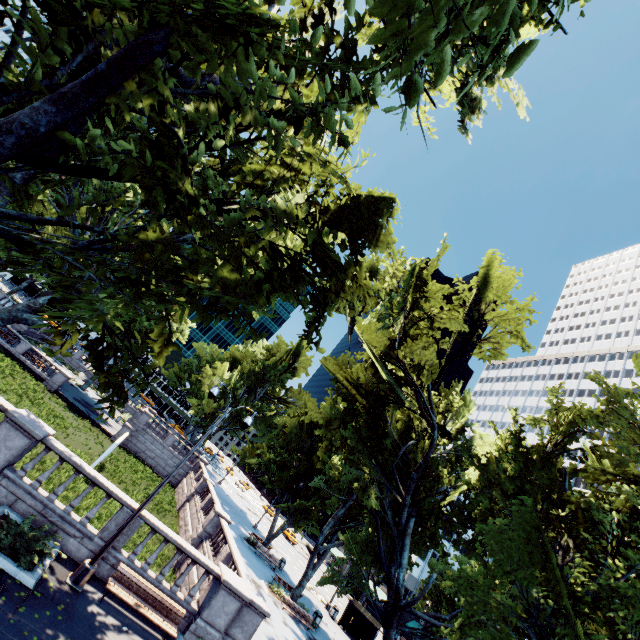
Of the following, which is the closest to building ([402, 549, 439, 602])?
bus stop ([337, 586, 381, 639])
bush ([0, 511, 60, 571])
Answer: bus stop ([337, 586, 381, 639])

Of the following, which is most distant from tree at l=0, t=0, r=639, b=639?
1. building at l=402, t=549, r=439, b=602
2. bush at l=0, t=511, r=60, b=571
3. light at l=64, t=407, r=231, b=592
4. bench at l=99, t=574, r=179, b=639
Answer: bench at l=99, t=574, r=179, b=639

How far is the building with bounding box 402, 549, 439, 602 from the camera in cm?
5531

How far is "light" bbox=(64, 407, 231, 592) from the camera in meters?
10.1

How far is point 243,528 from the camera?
37.0 meters

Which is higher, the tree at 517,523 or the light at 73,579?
the tree at 517,523

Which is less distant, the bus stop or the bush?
the bush

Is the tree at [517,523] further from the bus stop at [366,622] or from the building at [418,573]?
the bus stop at [366,622]
